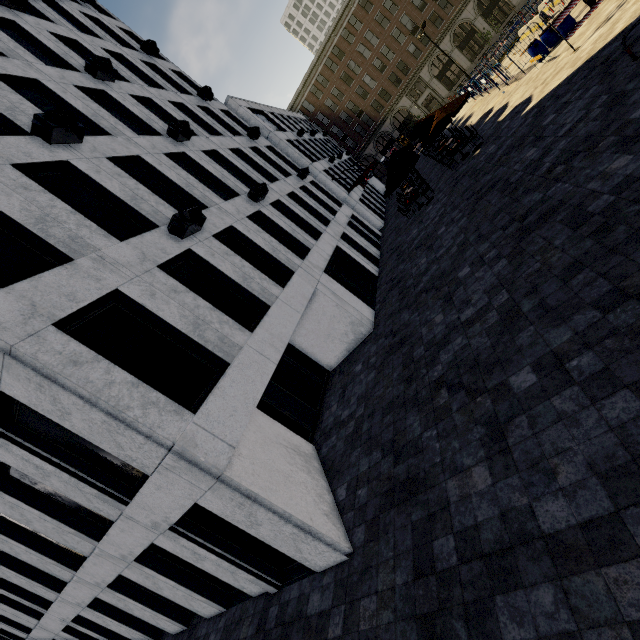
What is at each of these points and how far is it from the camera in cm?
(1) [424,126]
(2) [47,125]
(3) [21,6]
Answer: (1) umbrella, 2239
(2) air conditioner, 811
(3) air conditioner, 1270

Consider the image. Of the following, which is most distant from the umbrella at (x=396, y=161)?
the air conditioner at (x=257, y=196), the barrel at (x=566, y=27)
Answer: the air conditioner at (x=257, y=196)

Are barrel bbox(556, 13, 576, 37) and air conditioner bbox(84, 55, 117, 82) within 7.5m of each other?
no

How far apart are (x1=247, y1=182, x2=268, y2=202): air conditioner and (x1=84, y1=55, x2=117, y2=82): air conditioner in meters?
7.2 m

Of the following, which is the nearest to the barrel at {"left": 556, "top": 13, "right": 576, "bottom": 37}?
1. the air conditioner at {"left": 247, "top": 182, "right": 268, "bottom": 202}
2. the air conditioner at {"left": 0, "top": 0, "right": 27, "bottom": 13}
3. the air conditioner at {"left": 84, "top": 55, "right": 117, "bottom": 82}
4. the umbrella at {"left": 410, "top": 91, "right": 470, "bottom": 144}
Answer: the umbrella at {"left": 410, "top": 91, "right": 470, "bottom": 144}

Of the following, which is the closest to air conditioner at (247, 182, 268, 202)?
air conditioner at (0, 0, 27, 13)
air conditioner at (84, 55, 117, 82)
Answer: air conditioner at (84, 55, 117, 82)

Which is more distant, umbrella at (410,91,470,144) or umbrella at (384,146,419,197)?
umbrella at (384,146,419,197)

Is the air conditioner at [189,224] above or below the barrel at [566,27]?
above
